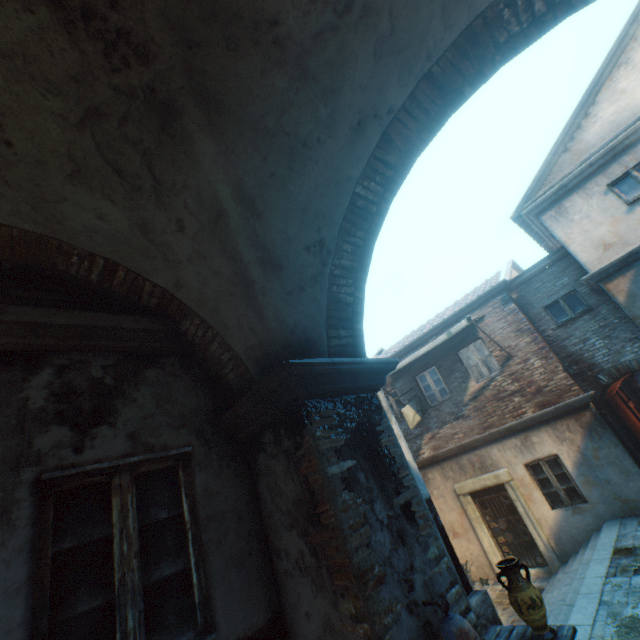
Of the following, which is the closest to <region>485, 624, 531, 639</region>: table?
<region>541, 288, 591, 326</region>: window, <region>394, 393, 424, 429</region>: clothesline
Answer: <region>394, 393, 424, 429</region>: clothesline

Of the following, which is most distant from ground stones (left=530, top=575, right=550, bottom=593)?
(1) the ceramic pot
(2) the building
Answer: (1) the ceramic pot

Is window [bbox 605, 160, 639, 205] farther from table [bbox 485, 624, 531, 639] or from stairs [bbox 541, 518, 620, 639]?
table [bbox 485, 624, 531, 639]

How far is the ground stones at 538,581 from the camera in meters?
8.7

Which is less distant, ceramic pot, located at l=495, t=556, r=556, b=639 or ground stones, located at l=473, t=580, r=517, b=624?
ceramic pot, located at l=495, t=556, r=556, b=639

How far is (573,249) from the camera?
8.6 meters

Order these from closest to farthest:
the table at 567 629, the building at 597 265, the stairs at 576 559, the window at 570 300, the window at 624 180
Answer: the building at 597 265, the table at 567 629, the stairs at 576 559, the window at 624 180, the window at 570 300

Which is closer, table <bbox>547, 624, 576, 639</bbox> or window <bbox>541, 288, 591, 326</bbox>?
table <bbox>547, 624, 576, 639</bbox>
